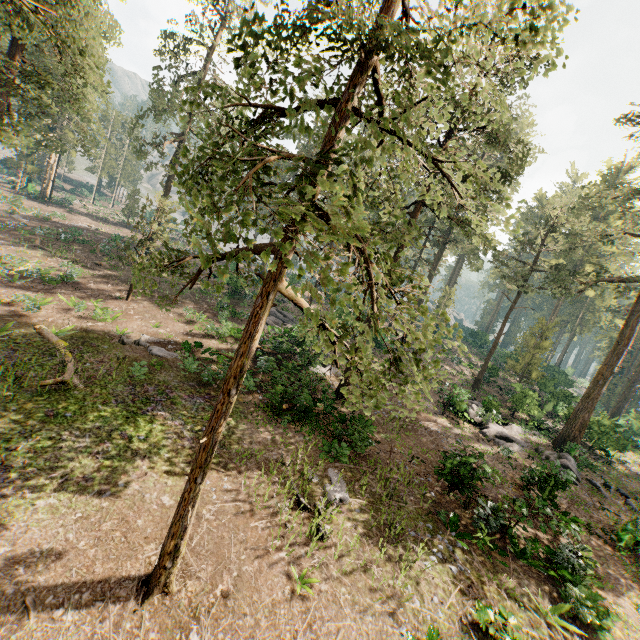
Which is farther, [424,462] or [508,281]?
[508,281]

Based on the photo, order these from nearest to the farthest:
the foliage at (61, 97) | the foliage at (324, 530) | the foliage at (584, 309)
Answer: the foliage at (584, 309) → the foliage at (324, 530) → the foliage at (61, 97)

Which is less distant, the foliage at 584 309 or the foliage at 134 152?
the foliage at 584 309

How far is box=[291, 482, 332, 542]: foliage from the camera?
10.22m

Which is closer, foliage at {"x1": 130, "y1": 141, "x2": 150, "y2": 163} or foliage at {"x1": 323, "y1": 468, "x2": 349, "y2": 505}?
foliage at {"x1": 323, "y1": 468, "x2": 349, "y2": 505}
